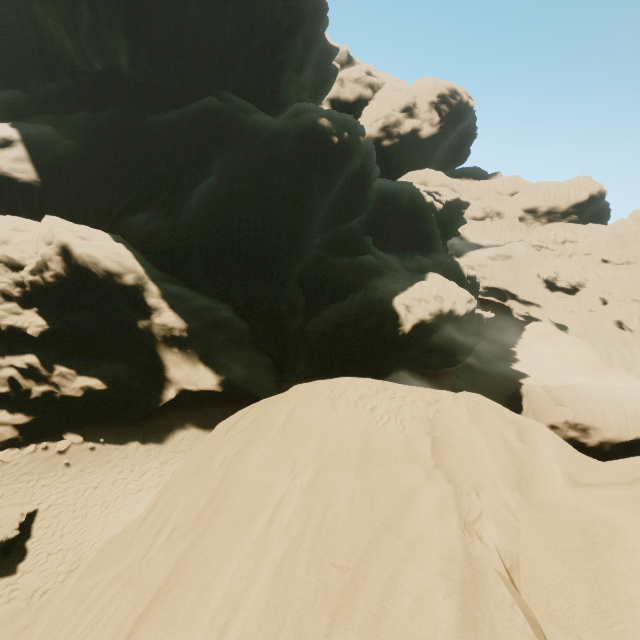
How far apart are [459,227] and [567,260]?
20.0 meters

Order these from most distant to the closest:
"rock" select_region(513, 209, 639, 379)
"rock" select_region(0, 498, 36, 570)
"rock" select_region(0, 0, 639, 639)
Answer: "rock" select_region(513, 209, 639, 379) → "rock" select_region(0, 498, 36, 570) → "rock" select_region(0, 0, 639, 639)

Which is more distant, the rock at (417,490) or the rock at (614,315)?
the rock at (614,315)

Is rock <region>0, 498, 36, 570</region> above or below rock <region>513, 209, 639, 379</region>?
below

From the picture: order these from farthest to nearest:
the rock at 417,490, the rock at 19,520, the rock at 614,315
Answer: the rock at 614,315
the rock at 19,520
the rock at 417,490

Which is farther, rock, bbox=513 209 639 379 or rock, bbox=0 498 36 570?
rock, bbox=513 209 639 379
